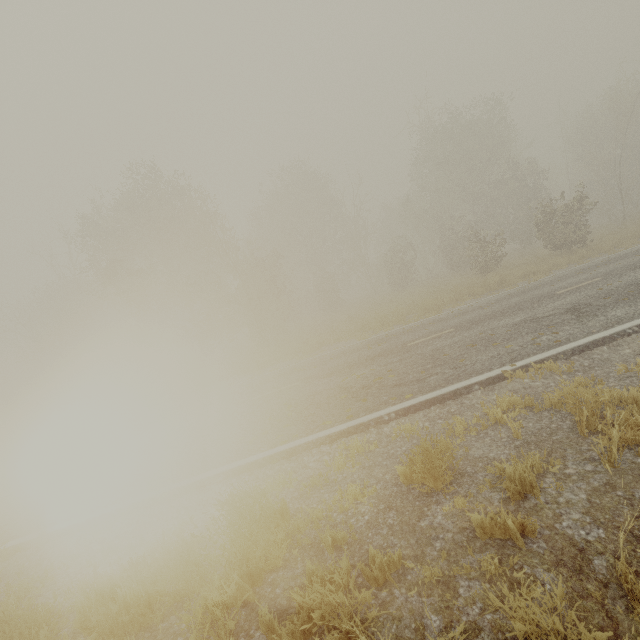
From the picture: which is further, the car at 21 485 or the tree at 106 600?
the car at 21 485

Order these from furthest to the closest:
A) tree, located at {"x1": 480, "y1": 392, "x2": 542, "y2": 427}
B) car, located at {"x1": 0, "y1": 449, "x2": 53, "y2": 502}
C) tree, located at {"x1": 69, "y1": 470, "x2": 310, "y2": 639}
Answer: car, located at {"x1": 0, "y1": 449, "x2": 53, "y2": 502} < tree, located at {"x1": 480, "y1": 392, "x2": 542, "y2": 427} < tree, located at {"x1": 69, "y1": 470, "x2": 310, "y2": 639}

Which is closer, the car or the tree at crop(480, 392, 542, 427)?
the tree at crop(480, 392, 542, 427)

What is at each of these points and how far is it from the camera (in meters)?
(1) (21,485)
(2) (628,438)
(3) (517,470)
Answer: (1) car, 7.14
(2) tree, 3.57
(3) tree, 3.42

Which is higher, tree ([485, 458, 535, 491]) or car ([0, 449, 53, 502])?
car ([0, 449, 53, 502])

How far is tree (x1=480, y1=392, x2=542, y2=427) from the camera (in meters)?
4.65

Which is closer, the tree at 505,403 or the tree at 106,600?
the tree at 106,600
